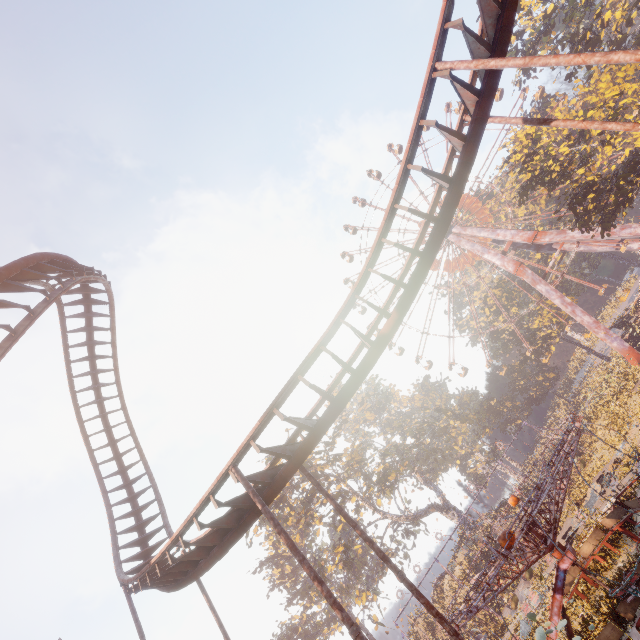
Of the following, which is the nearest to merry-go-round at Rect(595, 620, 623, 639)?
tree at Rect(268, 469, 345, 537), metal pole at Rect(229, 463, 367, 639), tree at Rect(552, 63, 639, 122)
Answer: metal pole at Rect(229, 463, 367, 639)

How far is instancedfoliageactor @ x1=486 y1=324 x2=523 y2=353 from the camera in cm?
5441

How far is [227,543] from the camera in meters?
8.9

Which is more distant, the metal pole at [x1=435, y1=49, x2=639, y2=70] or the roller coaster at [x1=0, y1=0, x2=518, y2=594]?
the roller coaster at [x1=0, y1=0, x2=518, y2=594]

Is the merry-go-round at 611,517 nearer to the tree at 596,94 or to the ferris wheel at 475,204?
the tree at 596,94

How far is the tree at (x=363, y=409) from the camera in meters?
39.2 m

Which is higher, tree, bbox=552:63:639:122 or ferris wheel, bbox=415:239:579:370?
ferris wheel, bbox=415:239:579:370

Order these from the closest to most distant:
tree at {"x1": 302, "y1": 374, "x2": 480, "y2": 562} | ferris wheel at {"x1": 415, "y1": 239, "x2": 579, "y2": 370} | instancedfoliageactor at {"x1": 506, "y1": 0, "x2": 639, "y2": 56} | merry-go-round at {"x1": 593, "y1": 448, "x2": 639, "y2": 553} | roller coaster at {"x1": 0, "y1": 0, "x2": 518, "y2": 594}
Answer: roller coaster at {"x1": 0, "y1": 0, "x2": 518, "y2": 594} → merry-go-round at {"x1": 593, "y1": 448, "x2": 639, "y2": 553} → instancedfoliageactor at {"x1": 506, "y1": 0, "x2": 639, "y2": 56} → tree at {"x1": 302, "y1": 374, "x2": 480, "y2": 562} → ferris wheel at {"x1": 415, "y1": 239, "x2": 579, "y2": 370}
